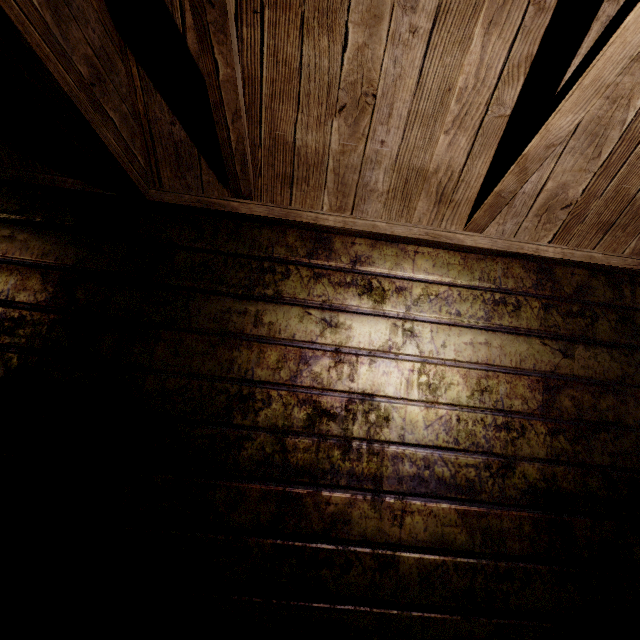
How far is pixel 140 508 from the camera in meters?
1.2 m
